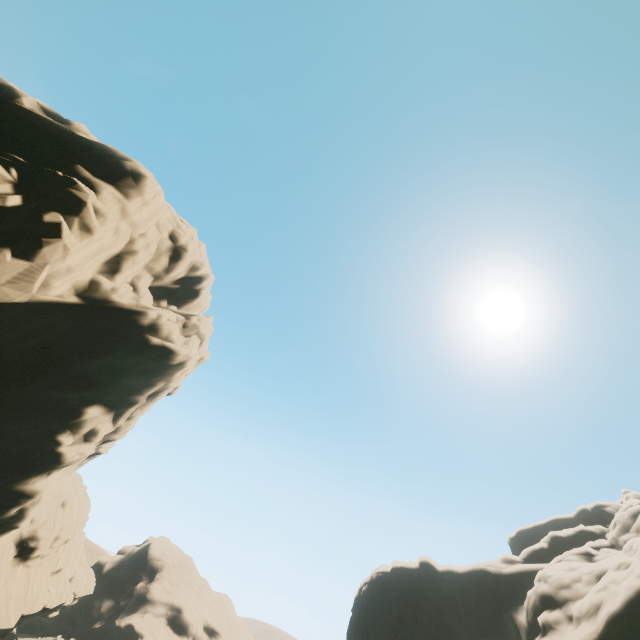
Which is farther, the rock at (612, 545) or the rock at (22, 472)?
the rock at (612, 545)

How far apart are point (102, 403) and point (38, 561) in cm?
1804

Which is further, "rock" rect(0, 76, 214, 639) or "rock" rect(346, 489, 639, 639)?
"rock" rect(346, 489, 639, 639)
